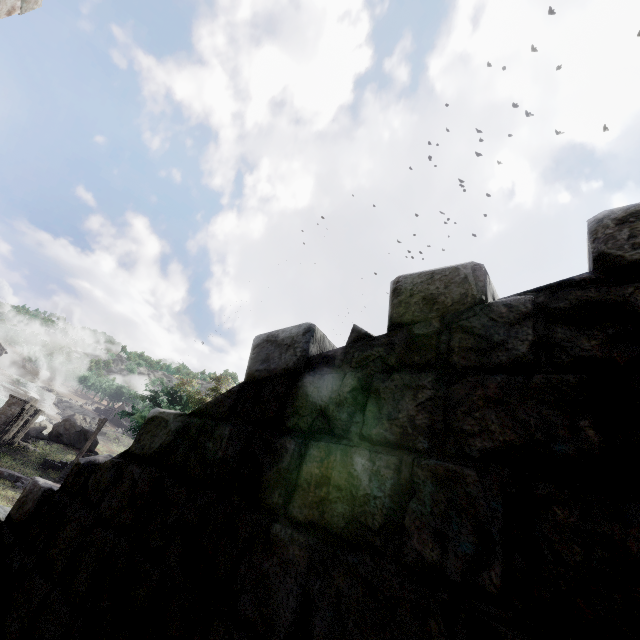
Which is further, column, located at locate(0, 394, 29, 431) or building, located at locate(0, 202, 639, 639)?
column, located at locate(0, 394, 29, 431)

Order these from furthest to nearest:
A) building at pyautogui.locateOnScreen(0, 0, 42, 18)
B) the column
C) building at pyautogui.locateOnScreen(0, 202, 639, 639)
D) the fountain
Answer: the fountain
the column
building at pyautogui.locateOnScreen(0, 0, 42, 18)
building at pyautogui.locateOnScreen(0, 202, 639, 639)

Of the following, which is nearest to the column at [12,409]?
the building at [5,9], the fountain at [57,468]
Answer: the fountain at [57,468]

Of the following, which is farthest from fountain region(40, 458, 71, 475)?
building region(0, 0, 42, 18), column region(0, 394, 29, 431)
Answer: building region(0, 0, 42, 18)

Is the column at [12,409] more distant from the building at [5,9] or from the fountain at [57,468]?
the building at [5,9]

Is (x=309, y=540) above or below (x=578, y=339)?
below
